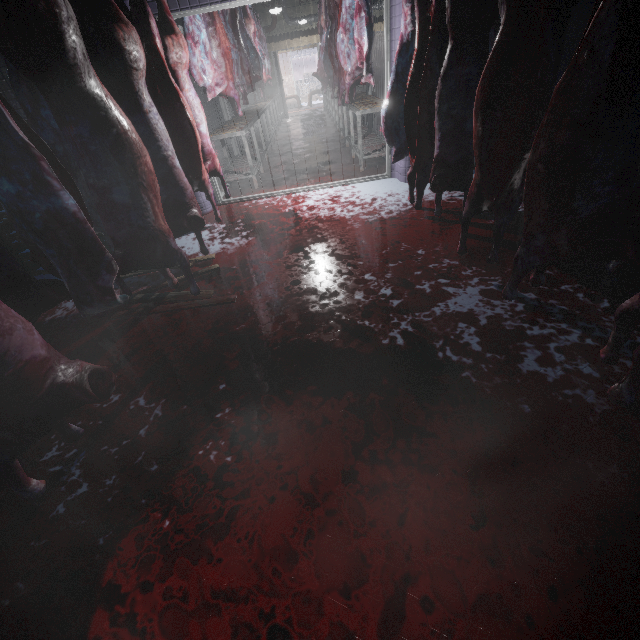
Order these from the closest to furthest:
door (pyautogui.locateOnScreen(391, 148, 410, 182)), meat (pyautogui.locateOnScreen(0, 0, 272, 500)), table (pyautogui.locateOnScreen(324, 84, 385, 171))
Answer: meat (pyautogui.locateOnScreen(0, 0, 272, 500))
door (pyautogui.locateOnScreen(391, 148, 410, 182))
table (pyautogui.locateOnScreen(324, 84, 385, 171))

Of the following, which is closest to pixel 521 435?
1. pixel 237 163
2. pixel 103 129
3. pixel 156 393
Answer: pixel 156 393

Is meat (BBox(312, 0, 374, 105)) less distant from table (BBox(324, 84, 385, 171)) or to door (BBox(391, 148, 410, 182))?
table (BBox(324, 84, 385, 171))

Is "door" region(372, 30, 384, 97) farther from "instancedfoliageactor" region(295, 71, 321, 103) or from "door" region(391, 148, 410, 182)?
"door" region(391, 148, 410, 182)

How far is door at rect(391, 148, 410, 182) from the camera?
4.03m

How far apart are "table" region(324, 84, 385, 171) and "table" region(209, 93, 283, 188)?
1.6m

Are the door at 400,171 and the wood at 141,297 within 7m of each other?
yes

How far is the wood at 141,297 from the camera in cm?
251
